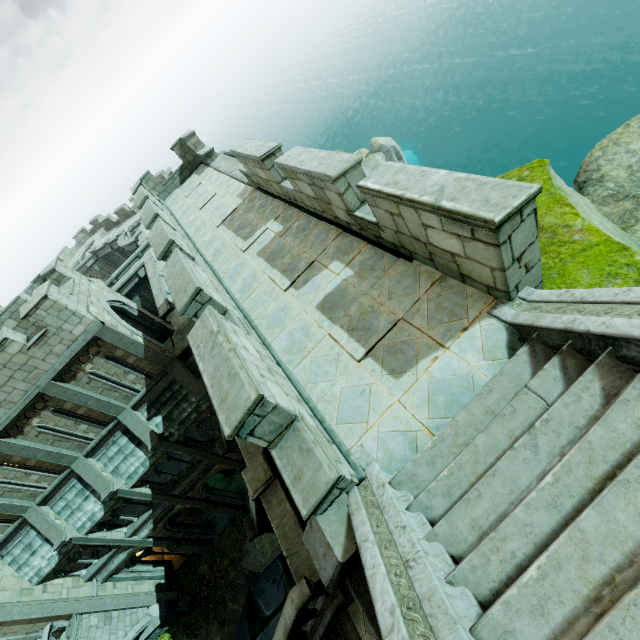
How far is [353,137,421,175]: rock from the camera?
37.34m

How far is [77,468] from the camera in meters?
15.2

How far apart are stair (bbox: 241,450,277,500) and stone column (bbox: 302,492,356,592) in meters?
4.0

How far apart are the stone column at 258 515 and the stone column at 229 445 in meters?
2.8

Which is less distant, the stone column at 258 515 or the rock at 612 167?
the rock at 612 167

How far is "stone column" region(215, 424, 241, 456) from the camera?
12.64m

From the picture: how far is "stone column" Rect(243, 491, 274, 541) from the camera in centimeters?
963cm

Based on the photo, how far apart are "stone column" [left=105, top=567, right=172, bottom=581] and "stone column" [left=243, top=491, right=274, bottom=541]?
13.7 meters
